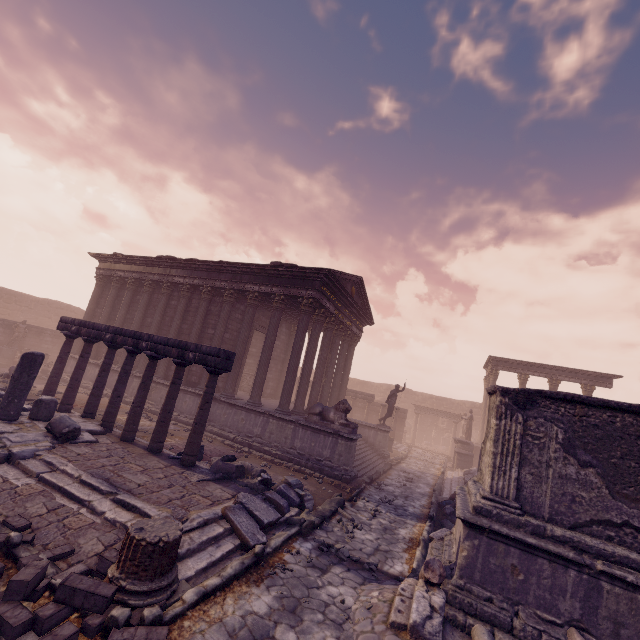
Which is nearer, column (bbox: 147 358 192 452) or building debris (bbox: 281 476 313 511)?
building debris (bbox: 281 476 313 511)

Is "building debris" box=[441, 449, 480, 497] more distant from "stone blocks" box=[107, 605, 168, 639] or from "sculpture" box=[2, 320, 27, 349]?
"sculpture" box=[2, 320, 27, 349]

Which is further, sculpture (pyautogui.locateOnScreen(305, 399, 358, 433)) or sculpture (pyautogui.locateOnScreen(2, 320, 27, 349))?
sculpture (pyautogui.locateOnScreen(2, 320, 27, 349))

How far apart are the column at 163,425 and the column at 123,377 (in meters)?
1.56

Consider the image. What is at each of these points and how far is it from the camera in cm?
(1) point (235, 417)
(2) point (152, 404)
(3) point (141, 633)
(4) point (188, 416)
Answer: (1) building, 1336
(2) building, 1509
(3) stone blocks, 339
(4) building, 1420

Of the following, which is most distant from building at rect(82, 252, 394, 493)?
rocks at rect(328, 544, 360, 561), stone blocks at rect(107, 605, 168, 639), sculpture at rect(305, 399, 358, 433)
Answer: stone blocks at rect(107, 605, 168, 639)

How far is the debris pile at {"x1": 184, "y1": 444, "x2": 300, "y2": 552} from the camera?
5.89m

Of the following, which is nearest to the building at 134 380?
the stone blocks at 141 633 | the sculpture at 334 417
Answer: the sculpture at 334 417
